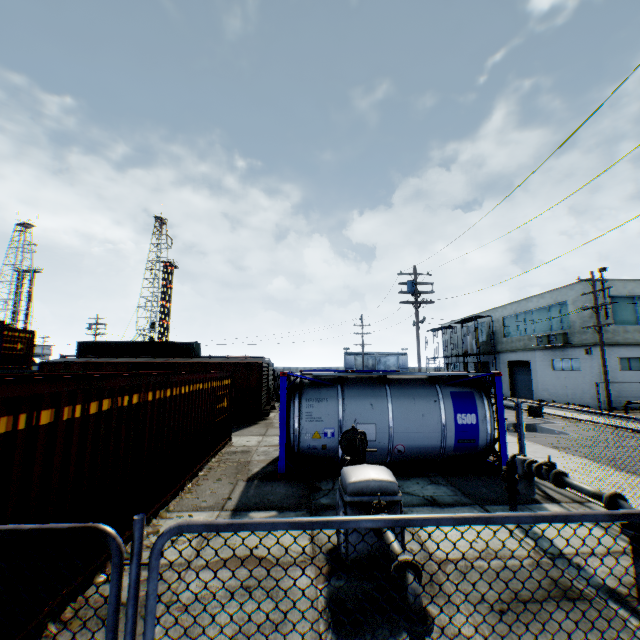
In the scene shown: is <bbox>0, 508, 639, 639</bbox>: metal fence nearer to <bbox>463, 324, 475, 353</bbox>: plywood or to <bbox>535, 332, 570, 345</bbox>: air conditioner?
<bbox>535, 332, 570, 345</bbox>: air conditioner

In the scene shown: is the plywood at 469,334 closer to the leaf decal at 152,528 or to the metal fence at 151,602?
the metal fence at 151,602

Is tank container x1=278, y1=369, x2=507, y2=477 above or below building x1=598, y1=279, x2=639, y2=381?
below

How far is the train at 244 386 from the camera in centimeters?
1877cm

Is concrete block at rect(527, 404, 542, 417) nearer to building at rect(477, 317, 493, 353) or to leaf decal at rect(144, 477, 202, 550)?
building at rect(477, 317, 493, 353)

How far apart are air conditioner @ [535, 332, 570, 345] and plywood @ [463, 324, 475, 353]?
8.4m

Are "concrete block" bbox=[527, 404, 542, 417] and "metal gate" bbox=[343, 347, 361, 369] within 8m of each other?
no

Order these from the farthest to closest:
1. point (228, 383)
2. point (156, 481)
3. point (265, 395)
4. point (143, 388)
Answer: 1. point (265, 395)
2. point (228, 383)
3. point (156, 481)
4. point (143, 388)
